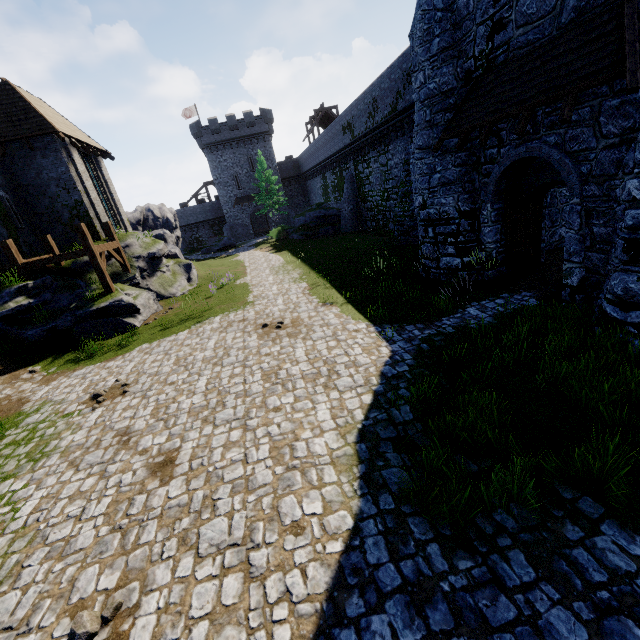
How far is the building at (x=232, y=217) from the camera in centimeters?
4562cm

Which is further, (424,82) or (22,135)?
(22,135)

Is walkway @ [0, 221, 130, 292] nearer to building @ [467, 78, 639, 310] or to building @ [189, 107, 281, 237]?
building @ [467, 78, 639, 310]

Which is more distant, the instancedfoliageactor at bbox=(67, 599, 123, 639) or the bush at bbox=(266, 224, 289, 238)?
the bush at bbox=(266, 224, 289, 238)

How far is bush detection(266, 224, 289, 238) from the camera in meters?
39.1 m

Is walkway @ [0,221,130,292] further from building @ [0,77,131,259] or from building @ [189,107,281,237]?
building @ [189,107,281,237]

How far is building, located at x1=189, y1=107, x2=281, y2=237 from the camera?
45.6 meters

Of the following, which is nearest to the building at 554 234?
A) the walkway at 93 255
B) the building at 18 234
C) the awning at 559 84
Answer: the awning at 559 84
